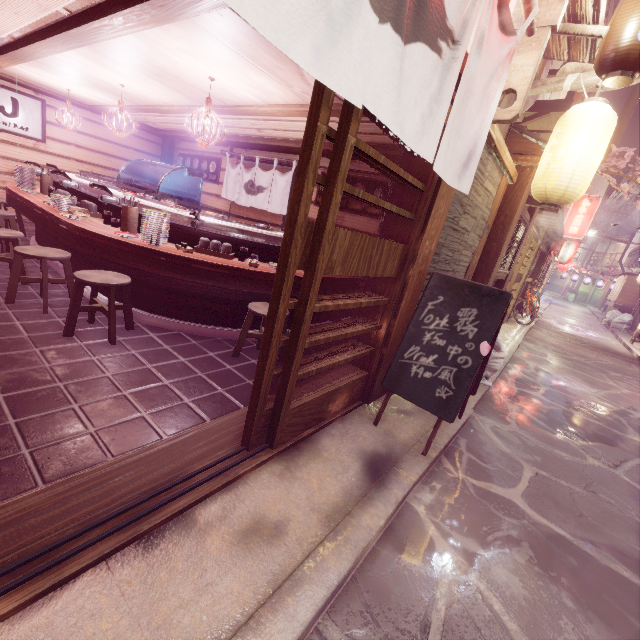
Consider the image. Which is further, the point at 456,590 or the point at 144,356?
the point at 144,356

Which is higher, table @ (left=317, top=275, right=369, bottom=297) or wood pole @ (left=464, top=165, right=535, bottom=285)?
wood pole @ (left=464, top=165, right=535, bottom=285)

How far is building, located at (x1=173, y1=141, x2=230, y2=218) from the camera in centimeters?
1476cm

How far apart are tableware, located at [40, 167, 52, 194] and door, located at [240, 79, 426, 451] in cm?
1063

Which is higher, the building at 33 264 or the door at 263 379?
Answer: the door at 263 379

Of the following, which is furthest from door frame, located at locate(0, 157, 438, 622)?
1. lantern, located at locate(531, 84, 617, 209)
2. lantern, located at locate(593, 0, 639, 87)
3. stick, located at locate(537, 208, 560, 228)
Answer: stick, located at locate(537, 208, 560, 228)

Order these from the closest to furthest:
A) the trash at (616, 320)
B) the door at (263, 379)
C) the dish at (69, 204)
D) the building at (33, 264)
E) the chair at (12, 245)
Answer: the door at (263, 379) < the chair at (12, 245) < the dish at (69, 204) < the building at (33, 264) < the trash at (616, 320)
